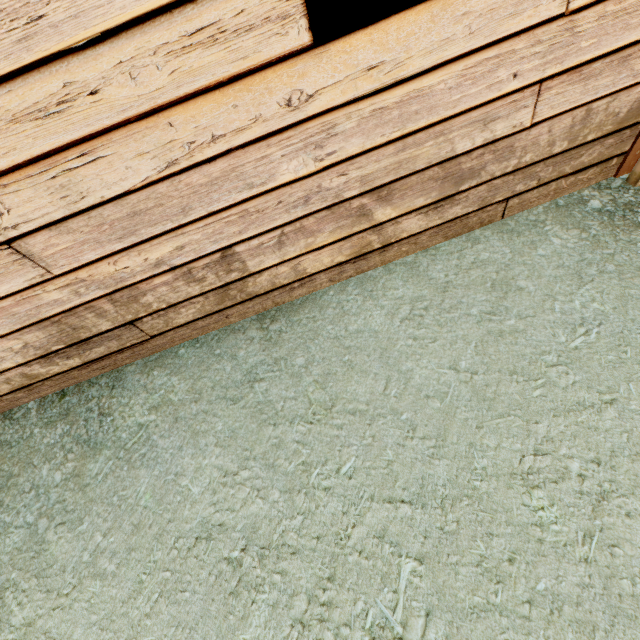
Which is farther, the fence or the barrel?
the barrel

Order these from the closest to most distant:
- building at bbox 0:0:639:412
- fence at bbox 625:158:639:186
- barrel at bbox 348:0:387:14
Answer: building at bbox 0:0:639:412, fence at bbox 625:158:639:186, barrel at bbox 348:0:387:14

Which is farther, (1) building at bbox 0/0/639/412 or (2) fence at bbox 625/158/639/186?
(2) fence at bbox 625/158/639/186

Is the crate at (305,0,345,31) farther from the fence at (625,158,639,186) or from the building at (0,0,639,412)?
the fence at (625,158,639,186)

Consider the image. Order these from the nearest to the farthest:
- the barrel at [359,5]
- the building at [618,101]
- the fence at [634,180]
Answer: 1. the building at [618,101]
2. the fence at [634,180]
3. the barrel at [359,5]

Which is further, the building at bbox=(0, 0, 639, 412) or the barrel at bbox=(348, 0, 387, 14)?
the barrel at bbox=(348, 0, 387, 14)

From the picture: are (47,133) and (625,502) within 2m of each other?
no

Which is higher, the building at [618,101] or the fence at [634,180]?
the building at [618,101]
